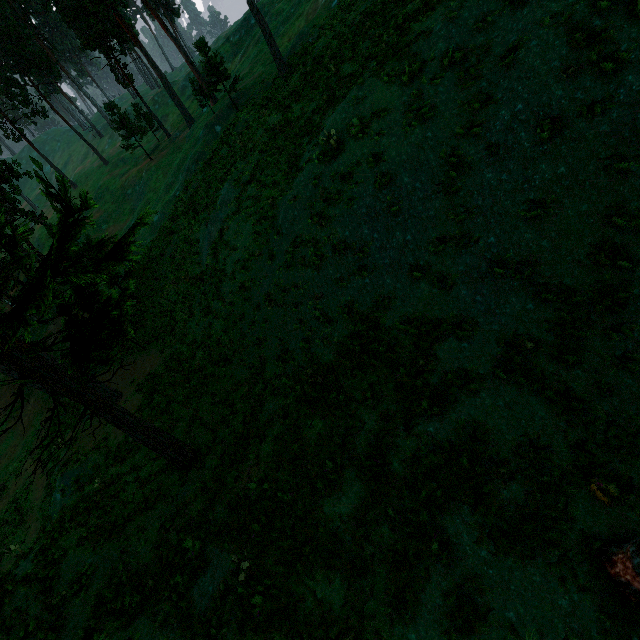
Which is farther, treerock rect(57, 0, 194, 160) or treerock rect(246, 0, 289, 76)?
treerock rect(57, 0, 194, 160)

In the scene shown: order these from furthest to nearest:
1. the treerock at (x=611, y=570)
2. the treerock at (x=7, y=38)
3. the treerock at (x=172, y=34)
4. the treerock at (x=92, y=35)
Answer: the treerock at (x=7, y=38) → the treerock at (x=92, y=35) → the treerock at (x=172, y=34) → the treerock at (x=611, y=570)

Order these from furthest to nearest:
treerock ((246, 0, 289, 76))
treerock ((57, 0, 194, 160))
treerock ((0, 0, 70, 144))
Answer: treerock ((0, 0, 70, 144))
treerock ((57, 0, 194, 160))
treerock ((246, 0, 289, 76))

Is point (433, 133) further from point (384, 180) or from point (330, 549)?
point (330, 549)

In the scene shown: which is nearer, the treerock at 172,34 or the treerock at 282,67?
the treerock at 282,67
